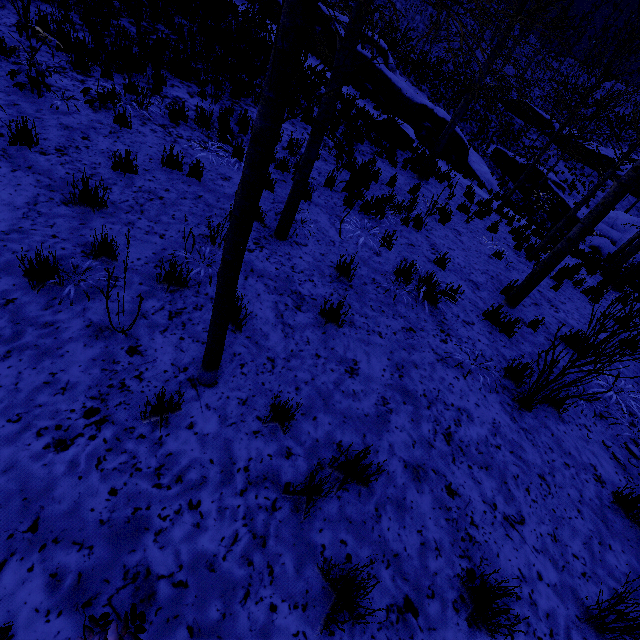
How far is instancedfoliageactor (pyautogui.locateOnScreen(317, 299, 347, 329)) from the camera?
3.7 meters

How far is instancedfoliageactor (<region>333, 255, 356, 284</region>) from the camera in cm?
457

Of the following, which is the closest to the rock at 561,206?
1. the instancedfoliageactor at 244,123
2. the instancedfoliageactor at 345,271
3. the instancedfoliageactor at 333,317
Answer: the instancedfoliageactor at 244,123

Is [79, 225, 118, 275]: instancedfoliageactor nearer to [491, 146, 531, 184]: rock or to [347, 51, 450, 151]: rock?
[347, 51, 450, 151]: rock

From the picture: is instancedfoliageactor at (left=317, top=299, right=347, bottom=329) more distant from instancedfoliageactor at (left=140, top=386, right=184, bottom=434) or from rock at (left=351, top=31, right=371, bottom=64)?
rock at (left=351, top=31, right=371, bottom=64)

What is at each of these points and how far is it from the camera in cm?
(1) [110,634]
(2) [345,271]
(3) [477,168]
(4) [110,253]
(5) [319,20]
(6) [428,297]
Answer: (1) instancedfoliageactor, 105
(2) instancedfoliageactor, 469
(3) rock, 1897
(4) instancedfoliageactor, 330
(5) rock, 1739
(6) instancedfoliageactor, 513

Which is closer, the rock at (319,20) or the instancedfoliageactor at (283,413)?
the instancedfoliageactor at (283,413)

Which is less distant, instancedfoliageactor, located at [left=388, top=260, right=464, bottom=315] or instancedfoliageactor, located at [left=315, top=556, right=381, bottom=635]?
instancedfoliageactor, located at [left=315, top=556, right=381, bottom=635]
